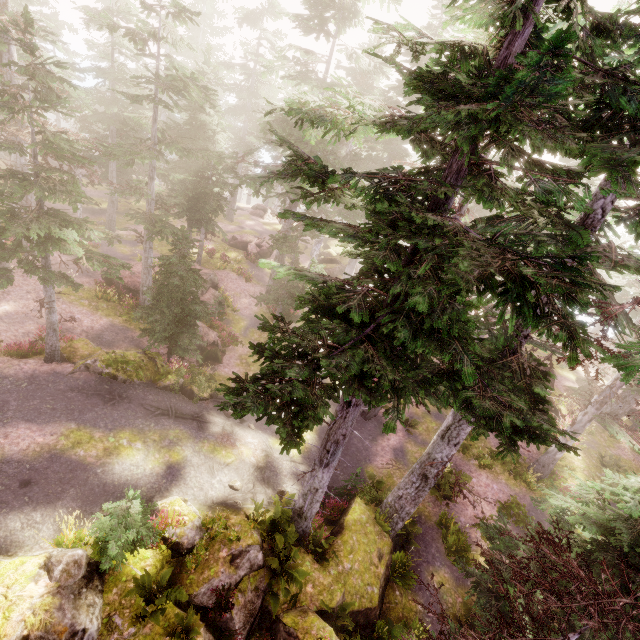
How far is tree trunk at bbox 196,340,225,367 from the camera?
20.36m

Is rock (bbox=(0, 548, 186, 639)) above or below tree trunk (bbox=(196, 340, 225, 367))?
above

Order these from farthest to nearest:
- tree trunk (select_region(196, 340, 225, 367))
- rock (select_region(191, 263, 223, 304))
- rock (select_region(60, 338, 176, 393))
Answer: rock (select_region(191, 263, 223, 304)) < tree trunk (select_region(196, 340, 225, 367)) < rock (select_region(60, 338, 176, 393))

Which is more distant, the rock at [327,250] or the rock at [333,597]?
the rock at [327,250]

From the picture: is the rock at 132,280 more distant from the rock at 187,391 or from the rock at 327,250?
the rock at 327,250

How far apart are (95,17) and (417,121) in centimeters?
1711cm

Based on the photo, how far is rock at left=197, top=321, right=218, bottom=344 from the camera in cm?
2162

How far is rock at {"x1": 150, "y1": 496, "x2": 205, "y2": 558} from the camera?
9.3m
